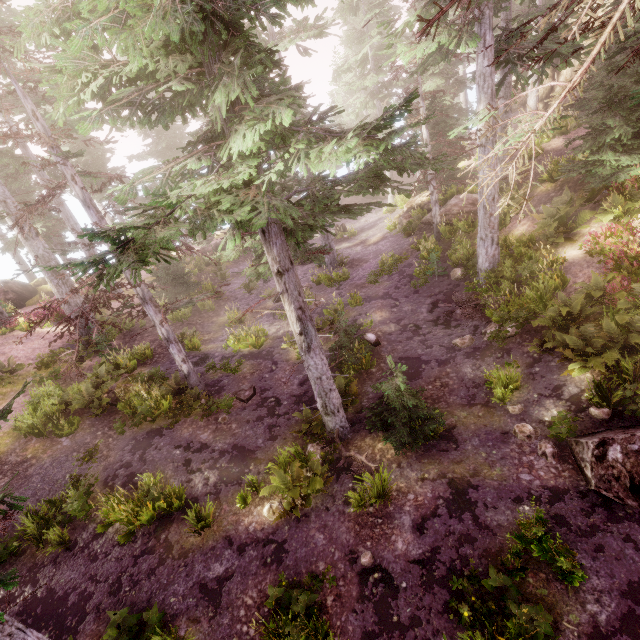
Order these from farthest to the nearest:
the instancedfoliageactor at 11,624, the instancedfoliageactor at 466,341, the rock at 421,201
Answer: the rock at 421,201
the instancedfoliageactor at 466,341
the instancedfoliageactor at 11,624

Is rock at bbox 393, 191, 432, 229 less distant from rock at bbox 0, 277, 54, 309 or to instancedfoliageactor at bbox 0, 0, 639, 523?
instancedfoliageactor at bbox 0, 0, 639, 523

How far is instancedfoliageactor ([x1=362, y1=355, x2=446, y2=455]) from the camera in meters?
8.4 m

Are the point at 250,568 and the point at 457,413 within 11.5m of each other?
Answer: yes

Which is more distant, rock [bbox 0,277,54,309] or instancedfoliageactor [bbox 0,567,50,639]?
rock [bbox 0,277,54,309]

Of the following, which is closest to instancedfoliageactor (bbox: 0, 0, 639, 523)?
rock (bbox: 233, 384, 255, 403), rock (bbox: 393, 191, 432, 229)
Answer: rock (bbox: 393, 191, 432, 229)

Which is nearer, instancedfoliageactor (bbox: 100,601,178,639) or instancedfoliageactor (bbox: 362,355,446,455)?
instancedfoliageactor (bbox: 100,601,178,639)

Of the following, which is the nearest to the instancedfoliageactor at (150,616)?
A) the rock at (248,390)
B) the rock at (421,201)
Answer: the rock at (421,201)
